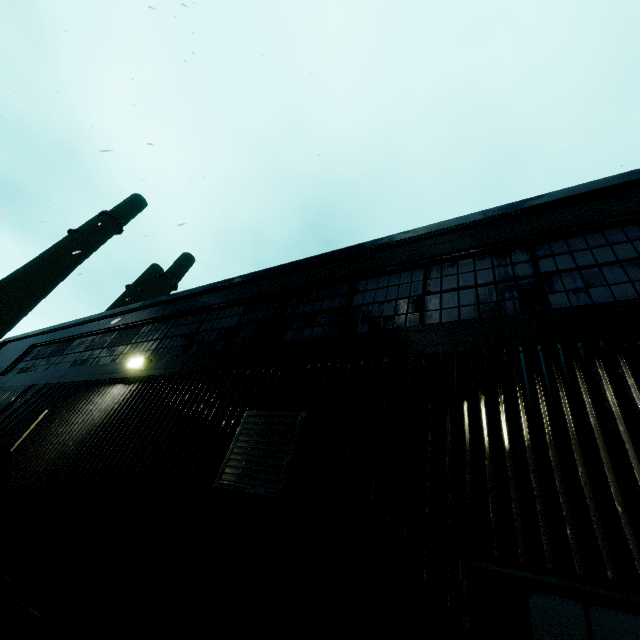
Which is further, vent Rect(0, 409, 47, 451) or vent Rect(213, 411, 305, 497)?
vent Rect(0, 409, 47, 451)

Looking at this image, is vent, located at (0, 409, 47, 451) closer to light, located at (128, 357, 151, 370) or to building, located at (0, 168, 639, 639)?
building, located at (0, 168, 639, 639)

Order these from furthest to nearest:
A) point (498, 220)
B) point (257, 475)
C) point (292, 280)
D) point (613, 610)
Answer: point (292, 280) < point (498, 220) < point (257, 475) < point (613, 610)

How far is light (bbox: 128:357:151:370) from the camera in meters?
6.8

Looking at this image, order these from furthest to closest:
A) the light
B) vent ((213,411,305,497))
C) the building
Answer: the light, vent ((213,411,305,497)), the building

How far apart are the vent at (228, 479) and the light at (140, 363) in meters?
3.5

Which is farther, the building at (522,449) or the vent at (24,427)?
the vent at (24,427)

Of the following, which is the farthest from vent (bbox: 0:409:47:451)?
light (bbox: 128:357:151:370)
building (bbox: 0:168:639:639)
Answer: light (bbox: 128:357:151:370)
